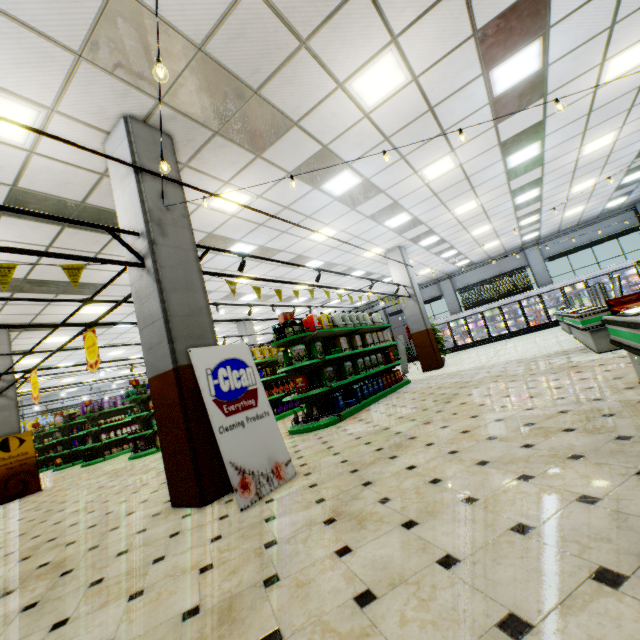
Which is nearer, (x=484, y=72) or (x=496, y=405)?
(x=496, y=405)

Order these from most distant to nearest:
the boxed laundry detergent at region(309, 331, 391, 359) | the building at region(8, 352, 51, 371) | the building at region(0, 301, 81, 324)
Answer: the building at region(8, 352, 51, 371), the building at region(0, 301, 81, 324), the boxed laundry detergent at region(309, 331, 391, 359)

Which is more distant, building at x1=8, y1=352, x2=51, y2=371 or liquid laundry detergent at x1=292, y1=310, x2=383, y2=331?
building at x1=8, y1=352, x2=51, y2=371

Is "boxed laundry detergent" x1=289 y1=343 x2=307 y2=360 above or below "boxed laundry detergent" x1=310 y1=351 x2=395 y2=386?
above

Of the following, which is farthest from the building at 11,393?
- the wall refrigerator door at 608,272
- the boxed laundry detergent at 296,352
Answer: the boxed laundry detergent at 296,352

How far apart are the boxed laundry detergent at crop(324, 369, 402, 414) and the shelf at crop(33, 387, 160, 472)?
10.7m

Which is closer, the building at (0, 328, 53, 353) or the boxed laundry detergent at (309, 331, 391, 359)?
the boxed laundry detergent at (309, 331, 391, 359)

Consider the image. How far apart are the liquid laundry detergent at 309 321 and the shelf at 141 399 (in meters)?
10.83
